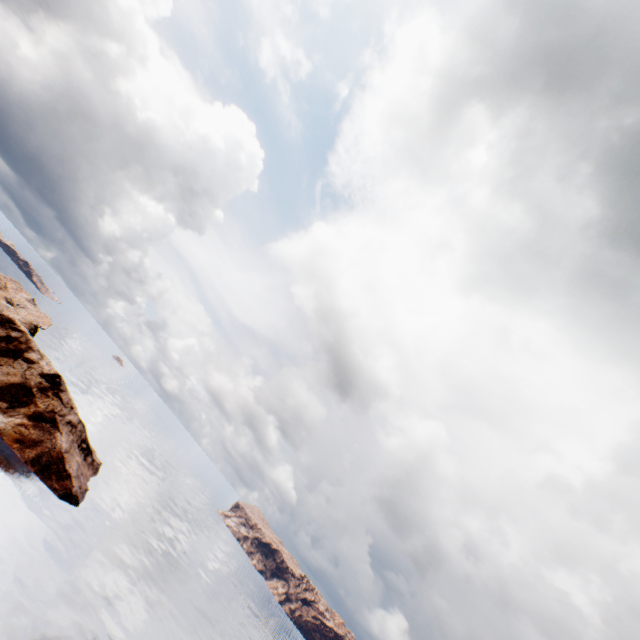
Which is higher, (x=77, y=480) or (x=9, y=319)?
(x=9, y=319)
